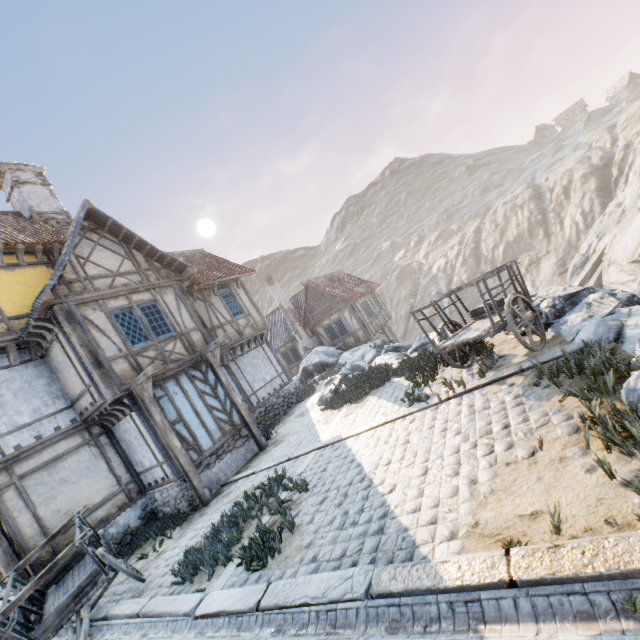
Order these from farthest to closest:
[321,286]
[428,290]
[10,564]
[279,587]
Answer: [428,290] < [321,286] < [10,564] < [279,587]

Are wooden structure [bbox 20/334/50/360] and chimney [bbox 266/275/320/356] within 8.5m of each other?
no

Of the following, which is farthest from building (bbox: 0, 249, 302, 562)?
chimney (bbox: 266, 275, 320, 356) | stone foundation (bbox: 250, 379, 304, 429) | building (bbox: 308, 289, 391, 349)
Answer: building (bbox: 308, 289, 391, 349)

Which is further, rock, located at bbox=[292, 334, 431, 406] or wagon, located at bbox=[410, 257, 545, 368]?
rock, located at bbox=[292, 334, 431, 406]

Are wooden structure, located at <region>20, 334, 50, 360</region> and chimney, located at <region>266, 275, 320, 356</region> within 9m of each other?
no

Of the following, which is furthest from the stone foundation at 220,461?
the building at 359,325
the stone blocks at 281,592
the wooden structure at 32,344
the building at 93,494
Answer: the building at 359,325

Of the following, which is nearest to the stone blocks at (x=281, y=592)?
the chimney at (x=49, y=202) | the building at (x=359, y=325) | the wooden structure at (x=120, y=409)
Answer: the wooden structure at (x=120, y=409)

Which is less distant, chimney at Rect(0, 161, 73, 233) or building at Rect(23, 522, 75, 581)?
building at Rect(23, 522, 75, 581)
